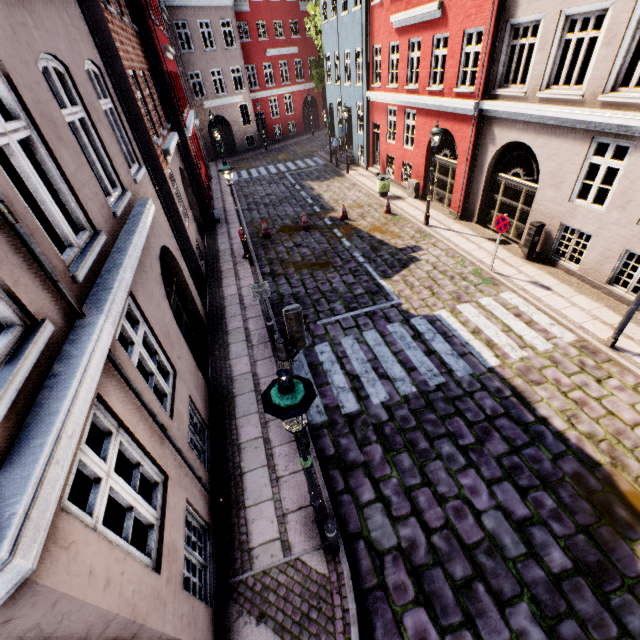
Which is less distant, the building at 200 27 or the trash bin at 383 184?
the building at 200 27

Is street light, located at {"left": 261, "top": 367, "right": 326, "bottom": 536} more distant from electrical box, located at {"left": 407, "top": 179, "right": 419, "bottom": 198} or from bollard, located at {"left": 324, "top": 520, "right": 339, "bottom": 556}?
electrical box, located at {"left": 407, "top": 179, "right": 419, "bottom": 198}

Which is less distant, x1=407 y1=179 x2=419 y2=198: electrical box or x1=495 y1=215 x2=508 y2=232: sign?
x1=495 y1=215 x2=508 y2=232: sign

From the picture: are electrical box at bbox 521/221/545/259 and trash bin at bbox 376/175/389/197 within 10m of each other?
yes

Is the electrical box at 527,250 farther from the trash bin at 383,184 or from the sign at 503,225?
the trash bin at 383,184

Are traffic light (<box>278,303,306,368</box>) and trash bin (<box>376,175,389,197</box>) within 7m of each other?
no

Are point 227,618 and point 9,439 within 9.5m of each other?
yes

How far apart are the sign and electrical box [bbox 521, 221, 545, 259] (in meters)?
1.54
